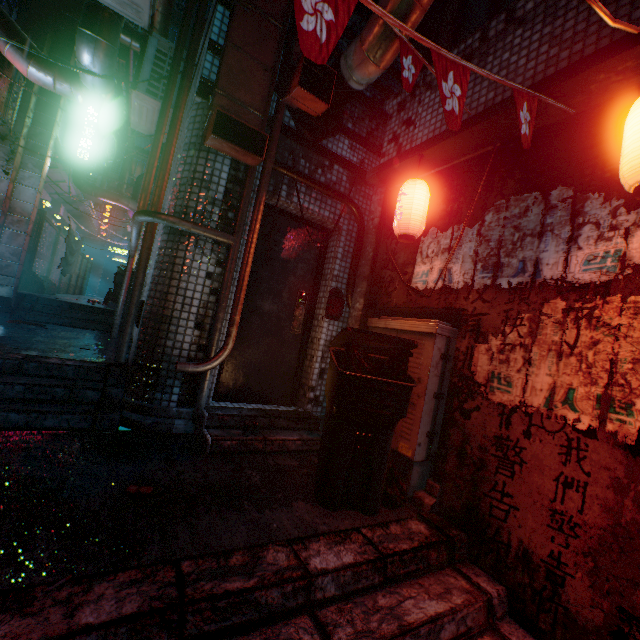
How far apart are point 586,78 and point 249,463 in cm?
331

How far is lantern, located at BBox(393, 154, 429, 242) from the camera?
2.6m

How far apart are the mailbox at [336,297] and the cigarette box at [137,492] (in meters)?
2.25

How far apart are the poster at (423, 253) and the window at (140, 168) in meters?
22.9 m

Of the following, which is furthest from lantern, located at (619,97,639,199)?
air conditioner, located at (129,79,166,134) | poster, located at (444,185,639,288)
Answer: air conditioner, located at (129,79,166,134)

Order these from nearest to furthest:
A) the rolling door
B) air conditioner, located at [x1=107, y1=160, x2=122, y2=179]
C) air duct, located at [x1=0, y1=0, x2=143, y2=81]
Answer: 1. air duct, located at [x1=0, y1=0, x2=143, y2=81]
2. the rolling door
3. air conditioner, located at [x1=107, y1=160, x2=122, y2=179]

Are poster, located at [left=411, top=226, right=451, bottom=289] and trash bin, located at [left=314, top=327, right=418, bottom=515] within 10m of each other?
yes

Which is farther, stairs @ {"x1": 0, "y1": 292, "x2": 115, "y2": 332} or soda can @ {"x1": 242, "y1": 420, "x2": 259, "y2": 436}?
stairs @ {"x1": 0, "y1": 292, "x2": 115, "y2": 332}
